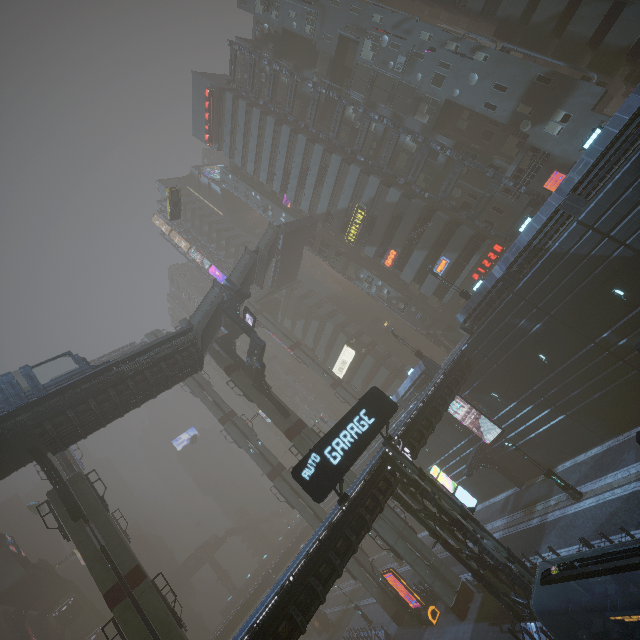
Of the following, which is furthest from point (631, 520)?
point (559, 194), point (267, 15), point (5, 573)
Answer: point (5, 573)

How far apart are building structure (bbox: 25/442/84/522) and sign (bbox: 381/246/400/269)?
36.8 meters

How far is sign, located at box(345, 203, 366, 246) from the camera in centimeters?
4000cm

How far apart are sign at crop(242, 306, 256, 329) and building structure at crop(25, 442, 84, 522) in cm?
1633

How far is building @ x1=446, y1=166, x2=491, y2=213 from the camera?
34.19m

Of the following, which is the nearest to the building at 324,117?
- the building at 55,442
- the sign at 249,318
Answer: the sign at 249,318

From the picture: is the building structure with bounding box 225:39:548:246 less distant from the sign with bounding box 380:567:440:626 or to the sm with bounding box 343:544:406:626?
the sm with bounding box 343:544:406:626

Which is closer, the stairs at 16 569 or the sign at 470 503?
the sign at 470 503
